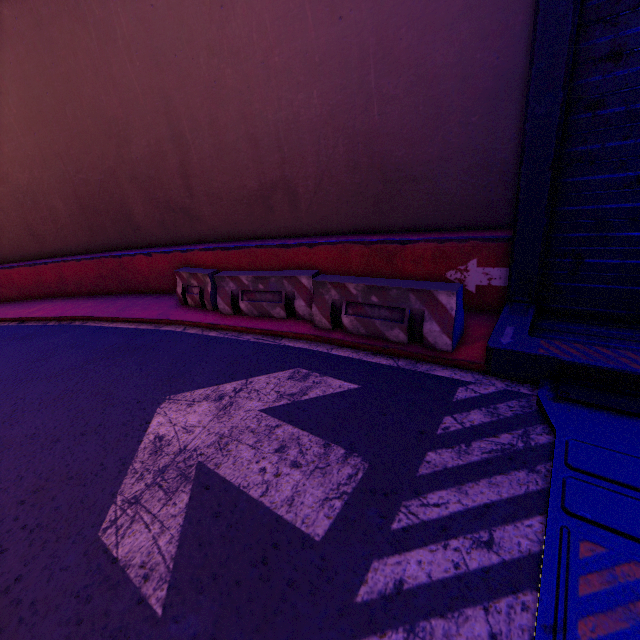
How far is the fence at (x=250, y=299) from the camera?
4.5m

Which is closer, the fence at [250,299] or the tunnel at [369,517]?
the tunnel at [369,517]

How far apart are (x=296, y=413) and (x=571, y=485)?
2.8 meters

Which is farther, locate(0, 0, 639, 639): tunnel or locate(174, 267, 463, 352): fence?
locate(174, 267, 463, 352): fence

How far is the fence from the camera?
4.5m
